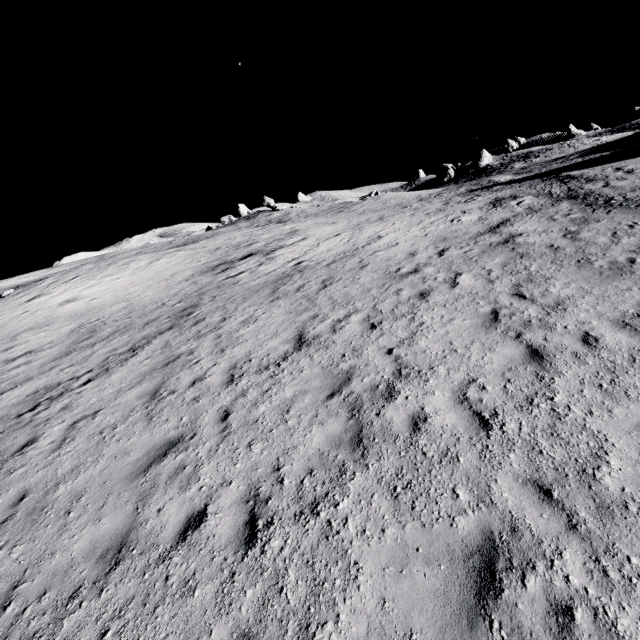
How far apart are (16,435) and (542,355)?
12.7 meters
